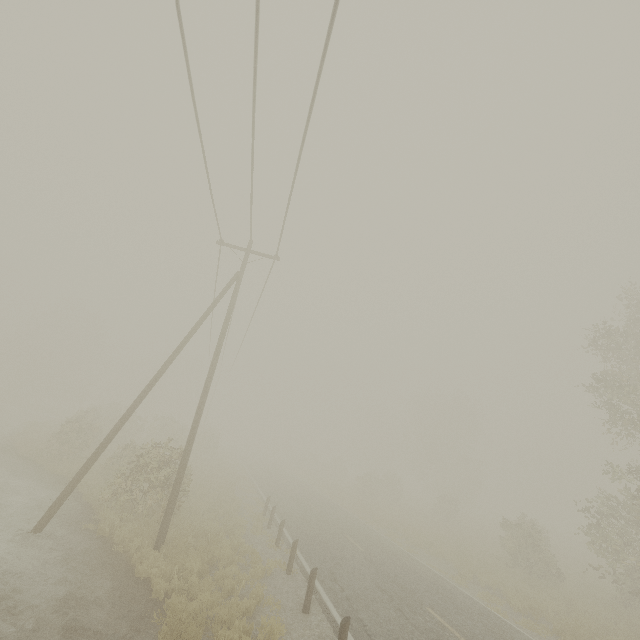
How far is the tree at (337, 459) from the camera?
50.91m

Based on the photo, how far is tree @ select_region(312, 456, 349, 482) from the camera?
50.91m

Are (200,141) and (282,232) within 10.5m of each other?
yes
